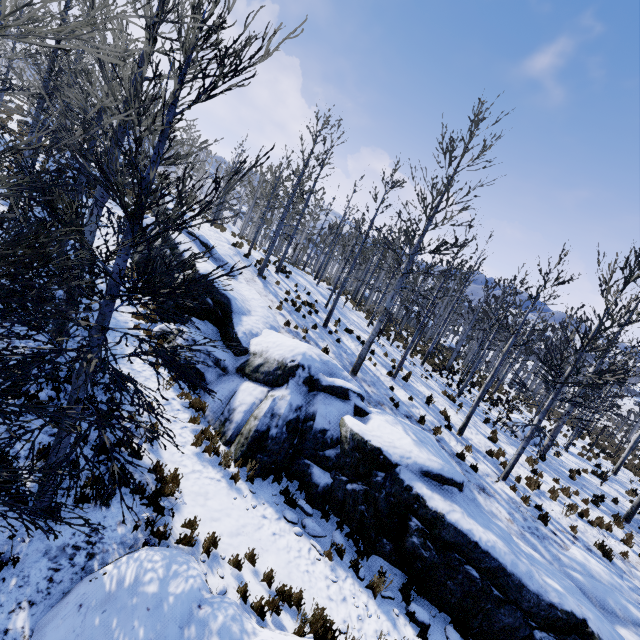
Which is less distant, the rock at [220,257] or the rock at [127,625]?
the rock at [127,625]

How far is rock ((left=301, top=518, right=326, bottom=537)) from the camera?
7.9m

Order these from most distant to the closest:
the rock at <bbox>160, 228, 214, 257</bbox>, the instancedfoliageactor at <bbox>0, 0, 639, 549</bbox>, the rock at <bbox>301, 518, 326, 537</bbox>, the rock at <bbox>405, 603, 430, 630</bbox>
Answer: the rock at <bbox>160, 228, 214, 257</bbox> → the rock at <bbox>301, 518, 326, 537</bbox> → the rock at <bbox>405, 603, 430, 630</bbox> → the instancedfoliageactor at <bbox>0, 0, 639, 549</bbox>

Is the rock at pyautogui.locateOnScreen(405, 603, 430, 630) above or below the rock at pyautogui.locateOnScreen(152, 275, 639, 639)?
below

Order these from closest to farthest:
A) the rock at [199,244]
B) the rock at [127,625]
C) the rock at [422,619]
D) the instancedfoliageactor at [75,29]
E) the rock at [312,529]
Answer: the instancedfoliageactor at [75,29] < the rock at [127,625] < the rock at [422,619] < the rock at [312,529] < the rock at [199,244]

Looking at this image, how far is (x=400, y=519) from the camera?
8.35m

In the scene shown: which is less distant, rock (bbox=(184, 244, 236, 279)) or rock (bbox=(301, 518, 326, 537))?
rock (bbox=(301, 518, 326, 537))
